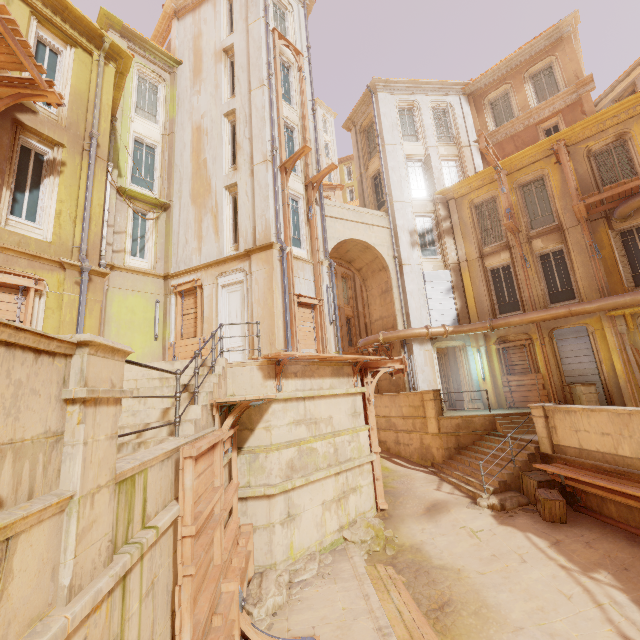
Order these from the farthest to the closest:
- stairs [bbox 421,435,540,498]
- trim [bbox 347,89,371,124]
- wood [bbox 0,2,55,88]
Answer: trim [bbox 347,89,371,124] < stairs [bbox 421,435,540,498] < wood [bbox 0,2,55,88]

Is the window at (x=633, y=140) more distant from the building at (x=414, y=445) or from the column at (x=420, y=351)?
the building at (x=414, y=445)

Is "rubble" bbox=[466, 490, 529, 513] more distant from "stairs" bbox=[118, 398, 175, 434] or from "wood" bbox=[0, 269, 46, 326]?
"wood" bbox=[0, 269, 46, 326]

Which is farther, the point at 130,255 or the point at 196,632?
the point at 130,255

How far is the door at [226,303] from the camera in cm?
1255

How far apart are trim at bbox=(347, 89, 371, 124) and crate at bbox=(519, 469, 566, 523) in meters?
21.8

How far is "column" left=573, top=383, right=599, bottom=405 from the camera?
12.63m

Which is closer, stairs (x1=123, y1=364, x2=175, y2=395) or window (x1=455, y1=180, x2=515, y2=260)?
stairs (x1=123, y1=364, x2=175, y2=395)
